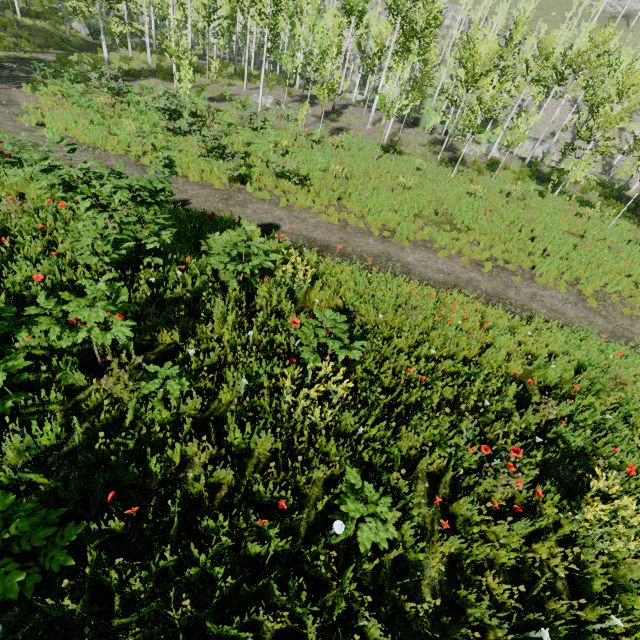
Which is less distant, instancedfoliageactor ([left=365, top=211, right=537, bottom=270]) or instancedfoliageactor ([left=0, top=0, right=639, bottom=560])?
instancedfoliageactor ([left=0, top=0, right=639, bottom=560])

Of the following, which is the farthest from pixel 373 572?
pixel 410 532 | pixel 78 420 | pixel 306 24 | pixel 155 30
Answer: pixel 155 30

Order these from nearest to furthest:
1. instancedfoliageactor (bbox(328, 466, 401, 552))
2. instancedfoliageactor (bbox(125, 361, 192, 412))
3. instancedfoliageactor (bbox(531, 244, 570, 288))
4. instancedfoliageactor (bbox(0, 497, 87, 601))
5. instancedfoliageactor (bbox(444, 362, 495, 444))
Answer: instancedfoliageactor (bbox(0, 497, 87, 601)) → instancedfoliageactor (bbox(328, 466, 401, 552)) → instancedfoliageactor (bbox(125, 361, 192, 412)) → instancedfoliageactor (bbox(444, 362, 495, 444)) → instancedfoliageactor (bbox(531, 244, 570, 288))

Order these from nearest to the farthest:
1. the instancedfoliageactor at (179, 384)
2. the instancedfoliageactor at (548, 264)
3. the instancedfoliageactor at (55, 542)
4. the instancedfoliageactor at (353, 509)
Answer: the instancedfoliageactor at (55, 542), the instancedfoliageactor at (353, 509), the instancedfoliageactor at (179, 384), the instancedfoliageactor at (548, 264)

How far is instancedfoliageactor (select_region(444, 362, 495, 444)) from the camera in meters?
4.2 m

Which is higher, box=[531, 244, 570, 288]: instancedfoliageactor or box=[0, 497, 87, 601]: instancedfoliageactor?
box=[0, 497, 87, 601]: instancedfoliageactor

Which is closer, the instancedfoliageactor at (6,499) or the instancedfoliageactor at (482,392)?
the instancedfoliageactor at (6,499)
